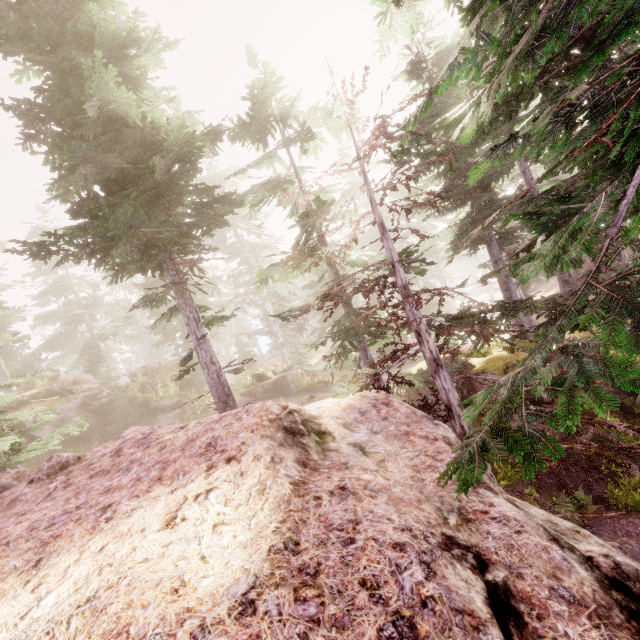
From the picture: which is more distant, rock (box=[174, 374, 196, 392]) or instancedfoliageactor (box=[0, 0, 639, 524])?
rock (box=[174, 374, 196, 392])

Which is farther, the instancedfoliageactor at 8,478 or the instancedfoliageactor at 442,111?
the instancedfoliageactor at 8,478

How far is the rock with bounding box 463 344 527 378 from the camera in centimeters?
1666cm

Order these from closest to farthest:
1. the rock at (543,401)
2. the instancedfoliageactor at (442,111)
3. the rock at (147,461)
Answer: the rock at (147,461), the instancedfoliageactor at (442,111), the rock at (543,401)

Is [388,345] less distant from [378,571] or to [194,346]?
[378,571]

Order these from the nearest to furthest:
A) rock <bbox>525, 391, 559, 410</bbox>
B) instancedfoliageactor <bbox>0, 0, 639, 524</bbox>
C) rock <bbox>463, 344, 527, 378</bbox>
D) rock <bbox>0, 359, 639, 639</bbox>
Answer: rock <bbox>0, 359, 639, 639</bbox> → instancedfoliageactor <bbox>0, 0, 639, 524</bbox> → rock <bbox>525, 391, 559, 410</bbox> → rock <bbox>463, 344, 527, 378</bbox>
